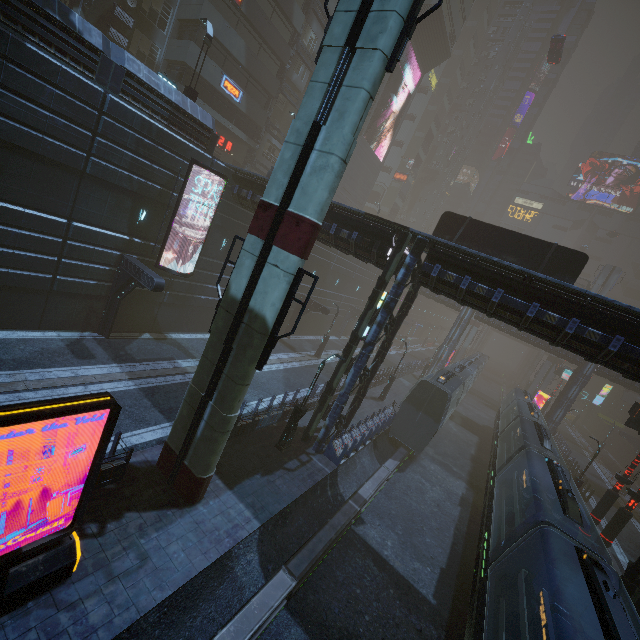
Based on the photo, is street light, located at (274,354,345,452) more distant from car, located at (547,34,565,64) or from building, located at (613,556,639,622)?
car, located at (547,34,565,64)

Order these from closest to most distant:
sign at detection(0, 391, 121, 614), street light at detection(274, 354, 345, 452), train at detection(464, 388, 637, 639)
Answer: sign at detection(0, 391, 121, 614) < train at detection(464, 388, 637, 639) < street light at detection(274, 354, 345, 452)

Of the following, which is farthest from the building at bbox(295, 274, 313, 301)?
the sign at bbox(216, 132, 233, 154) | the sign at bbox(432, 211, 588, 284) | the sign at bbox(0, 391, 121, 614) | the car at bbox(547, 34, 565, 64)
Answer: the car at bbox(547, 34, 565, 64)

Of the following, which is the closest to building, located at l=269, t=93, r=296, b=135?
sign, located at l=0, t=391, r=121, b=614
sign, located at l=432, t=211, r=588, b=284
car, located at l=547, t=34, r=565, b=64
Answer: sign, located at l=432, t=211, r=588, b=284

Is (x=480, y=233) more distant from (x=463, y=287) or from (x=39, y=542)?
(x=39, y=542)

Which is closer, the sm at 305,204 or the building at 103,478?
the sm at 305,204

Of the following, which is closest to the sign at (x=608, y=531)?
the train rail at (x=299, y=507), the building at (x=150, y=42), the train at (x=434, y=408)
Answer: the building at (x=150, y=42)

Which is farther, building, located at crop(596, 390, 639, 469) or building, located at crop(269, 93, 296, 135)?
building, located at crop(596, 390, 639, 469)
